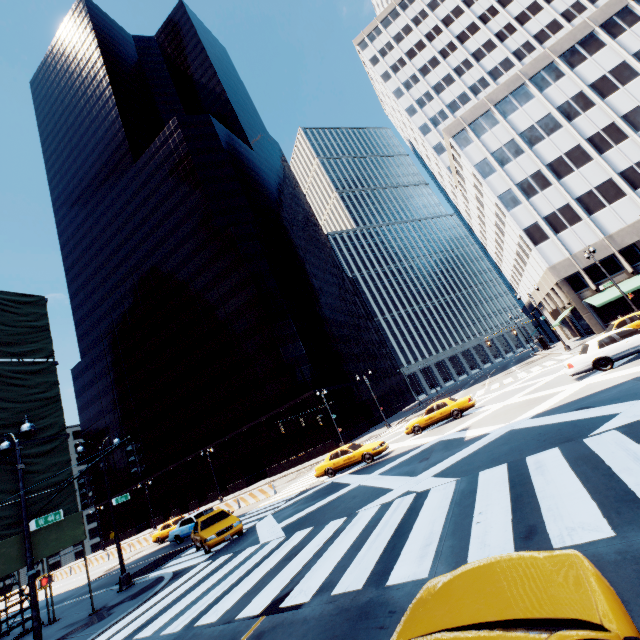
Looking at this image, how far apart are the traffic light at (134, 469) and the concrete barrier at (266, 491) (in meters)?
20.44

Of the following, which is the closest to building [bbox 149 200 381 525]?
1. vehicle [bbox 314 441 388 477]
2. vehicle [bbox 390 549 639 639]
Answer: vehicle [bbox 314 441 388 477]

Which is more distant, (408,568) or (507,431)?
(507,431)

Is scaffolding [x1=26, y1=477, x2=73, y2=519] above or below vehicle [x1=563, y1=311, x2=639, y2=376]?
above

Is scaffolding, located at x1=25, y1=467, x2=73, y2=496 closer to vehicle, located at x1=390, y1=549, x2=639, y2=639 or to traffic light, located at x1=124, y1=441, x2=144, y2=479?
traffic light, located at x1=124, y1=441, x2=144, y2=479

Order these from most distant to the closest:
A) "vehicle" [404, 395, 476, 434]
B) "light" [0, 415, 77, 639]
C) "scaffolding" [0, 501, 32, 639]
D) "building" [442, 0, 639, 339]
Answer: "building" [442, 0, 639, 339] < "vehicle" [404, 395, 476, 434] < "scaffolding" [0, 501, 32, 639] < "light" [0, 415, 77, 639]

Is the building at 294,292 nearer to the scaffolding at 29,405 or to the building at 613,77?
the building at 613,77

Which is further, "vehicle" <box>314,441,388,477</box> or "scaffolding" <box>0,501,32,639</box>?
"vehicle" <box>314,441,388,477</box>
